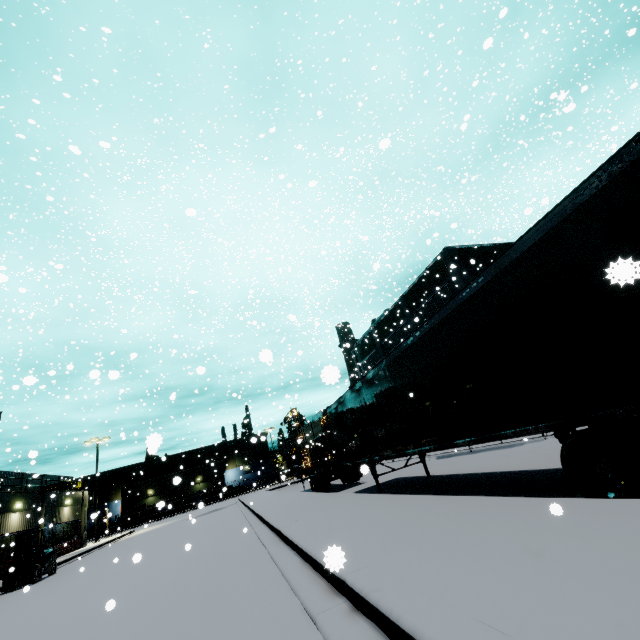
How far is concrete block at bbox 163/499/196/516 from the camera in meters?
53.4

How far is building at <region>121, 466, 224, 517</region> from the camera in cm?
5456

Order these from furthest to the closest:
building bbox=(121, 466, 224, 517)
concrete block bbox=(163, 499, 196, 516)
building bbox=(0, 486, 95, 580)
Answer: building bbox=(121, 466, 224, 517) < concrete block bbox=(163, 499, 196, 516) < building bbox=(0, 486, 95, 580)

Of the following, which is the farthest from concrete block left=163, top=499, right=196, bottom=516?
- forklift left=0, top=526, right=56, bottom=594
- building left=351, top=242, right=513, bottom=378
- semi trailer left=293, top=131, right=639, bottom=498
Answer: forklift left=0, top=526, right=56, bottom=594

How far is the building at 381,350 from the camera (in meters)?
27.58

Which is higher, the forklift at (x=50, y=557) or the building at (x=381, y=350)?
the building at (x=381, y=350)

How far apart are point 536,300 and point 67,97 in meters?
9.1

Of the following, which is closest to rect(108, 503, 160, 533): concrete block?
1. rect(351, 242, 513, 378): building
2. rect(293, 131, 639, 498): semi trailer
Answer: rect(351, 242, 513, 378): building
